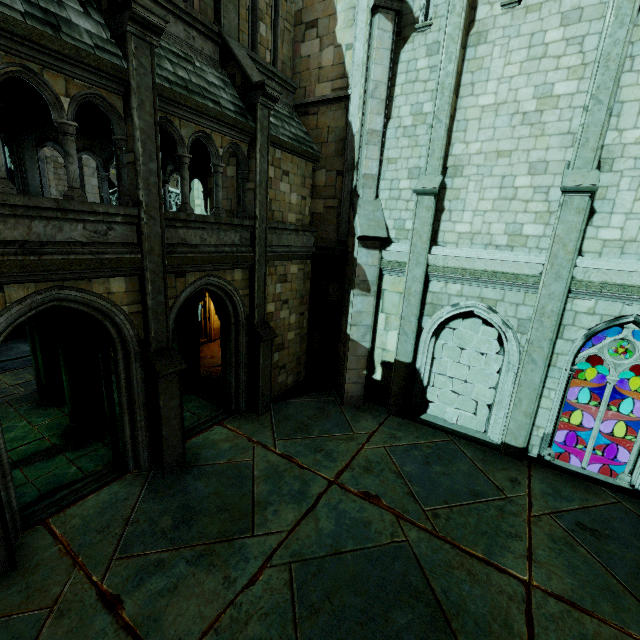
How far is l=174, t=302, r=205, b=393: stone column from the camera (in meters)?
11.14

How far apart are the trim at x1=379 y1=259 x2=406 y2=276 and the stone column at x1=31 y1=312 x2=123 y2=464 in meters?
8.3

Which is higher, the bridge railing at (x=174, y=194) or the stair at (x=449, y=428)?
the bridge railing at (x=174, y=194)

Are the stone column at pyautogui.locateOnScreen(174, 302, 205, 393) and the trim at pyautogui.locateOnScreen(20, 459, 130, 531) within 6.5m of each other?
yes

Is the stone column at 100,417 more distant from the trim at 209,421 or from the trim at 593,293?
the trim at 593,293

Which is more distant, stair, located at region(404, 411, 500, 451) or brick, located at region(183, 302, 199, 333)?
A: brick, located at region(183, 302, 199, 333)

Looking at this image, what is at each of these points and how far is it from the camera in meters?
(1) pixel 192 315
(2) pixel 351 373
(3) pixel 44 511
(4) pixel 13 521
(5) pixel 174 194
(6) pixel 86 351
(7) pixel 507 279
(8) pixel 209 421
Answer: (1) brick, 11.3 m
(2) building, 11.0 m
(3) trim, 6.4 m
(4) building, 5.7 m
(5) bridge railing, 16.5 m
(6) brick, 8.7 m
(7) trim, 8.4 m
(8) trim, 9.8 m

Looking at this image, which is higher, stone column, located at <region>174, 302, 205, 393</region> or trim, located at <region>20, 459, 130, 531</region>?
stone column, located at <region>174, 302, 205, 393</region>
